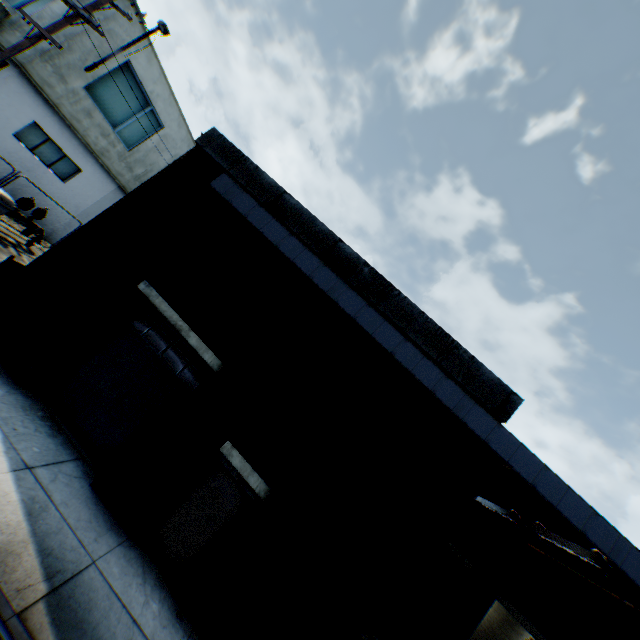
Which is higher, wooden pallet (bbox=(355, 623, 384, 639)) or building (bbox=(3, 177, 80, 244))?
wooden pallet (bbox=(355, 623, 384, 639))

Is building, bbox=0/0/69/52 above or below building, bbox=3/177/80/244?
above

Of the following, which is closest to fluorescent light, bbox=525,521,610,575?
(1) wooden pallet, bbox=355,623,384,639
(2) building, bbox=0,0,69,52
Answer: (1) wooden pallet, bbox=355,623,384,639

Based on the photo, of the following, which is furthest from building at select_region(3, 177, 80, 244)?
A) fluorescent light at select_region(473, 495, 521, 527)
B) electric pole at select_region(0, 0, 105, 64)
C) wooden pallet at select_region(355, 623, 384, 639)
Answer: fluorescent light at select_region(473, 495, 521, 527)

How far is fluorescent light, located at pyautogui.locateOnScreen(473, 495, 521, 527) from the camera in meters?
7.3

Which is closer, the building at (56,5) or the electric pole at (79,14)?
the electric pole at (79,14)

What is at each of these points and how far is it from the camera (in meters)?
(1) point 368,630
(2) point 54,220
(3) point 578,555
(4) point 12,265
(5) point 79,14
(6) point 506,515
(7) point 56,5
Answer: (1) wooden pallet, 6.75
(2) building, 16.92
(3) fluorescent light, 5.58
(4) trash dumpster, 8.12
(5) electric pole, 10.61
(6) fluorescent light, 7.69
(7) building, 12.84

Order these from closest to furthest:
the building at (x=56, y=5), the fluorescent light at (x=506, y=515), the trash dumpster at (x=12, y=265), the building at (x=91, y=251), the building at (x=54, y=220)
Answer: the building at (x=91, y=251) < the fluorescent light at (x=506, y=515) < the trash dumpster at (x=12, y=265) < the building at (x=56, y=5) < the building at (x=54, y=220)
